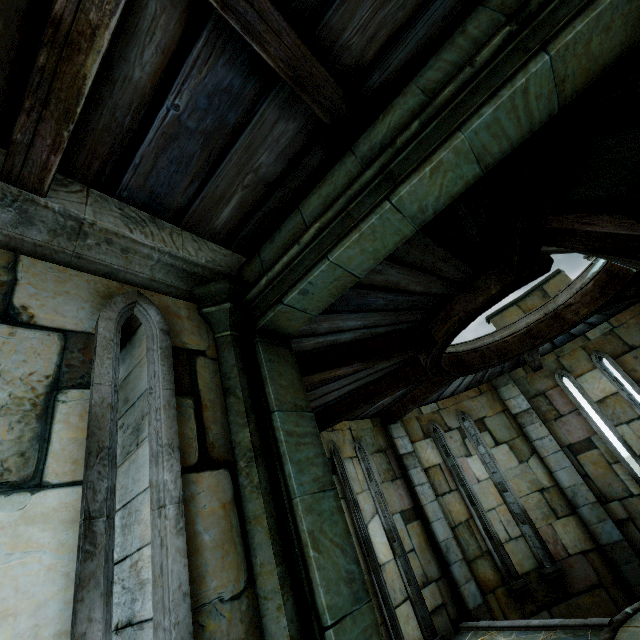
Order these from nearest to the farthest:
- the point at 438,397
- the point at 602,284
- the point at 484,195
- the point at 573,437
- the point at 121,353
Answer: the point at 121,353 < the point at 484,195 < the point at 602,284 < the point at 573,437 < the point at 438,397
